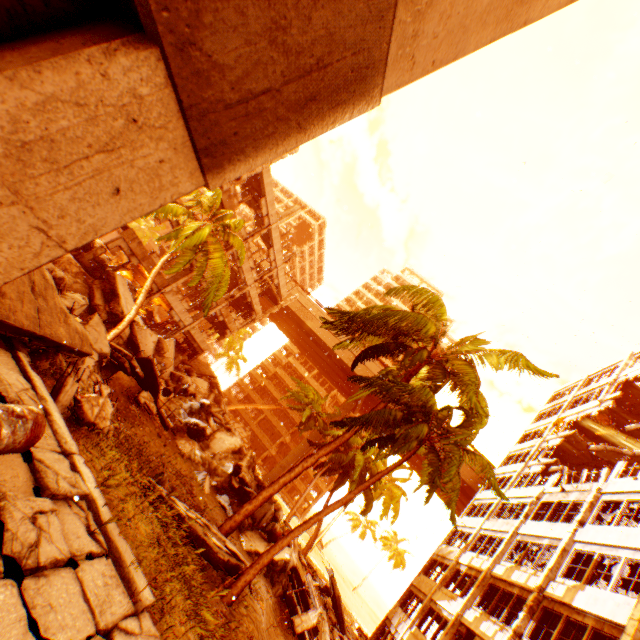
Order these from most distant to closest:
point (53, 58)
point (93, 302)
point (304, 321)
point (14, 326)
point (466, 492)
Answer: point (304, 321) → point (466, 492) → point (93, 302) → point (14, 326) → point (53, 58)

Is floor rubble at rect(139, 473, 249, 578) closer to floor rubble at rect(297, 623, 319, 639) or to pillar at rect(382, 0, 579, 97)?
floor rubble at rect(297, 623, 319, 639)

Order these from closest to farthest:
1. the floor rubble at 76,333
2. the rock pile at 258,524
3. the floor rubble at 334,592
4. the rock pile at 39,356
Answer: the floor rubble at 76,333
the rock pile at 39,356
the rock pile at 258,524
the floor rubble at 334,592

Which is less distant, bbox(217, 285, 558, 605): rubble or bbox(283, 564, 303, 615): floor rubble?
bbox(217, 285, 558, 605): rubble

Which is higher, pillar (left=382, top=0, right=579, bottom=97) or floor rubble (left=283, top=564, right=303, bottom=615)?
pillar (left=382, top=0, right=579, bottom=97)

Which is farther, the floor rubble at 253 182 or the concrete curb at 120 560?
the floor rubble at 253 182

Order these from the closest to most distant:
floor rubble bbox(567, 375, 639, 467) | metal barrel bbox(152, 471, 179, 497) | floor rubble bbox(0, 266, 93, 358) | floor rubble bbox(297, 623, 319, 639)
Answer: floor rubble bbox(0, 266, 93, 358) < metal barrel bbox(152, 471, 179, 497) < floor rubble bbox(297, 623, 319, 639) < floor rubble bbox(567, 375, 639, 467)

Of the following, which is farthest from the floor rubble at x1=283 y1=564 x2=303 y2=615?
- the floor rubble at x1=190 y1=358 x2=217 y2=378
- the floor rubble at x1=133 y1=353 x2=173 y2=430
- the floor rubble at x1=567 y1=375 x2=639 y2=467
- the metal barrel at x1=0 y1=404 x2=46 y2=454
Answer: the floor rubble at x1=190 y1=358 x2=217 y2=378
